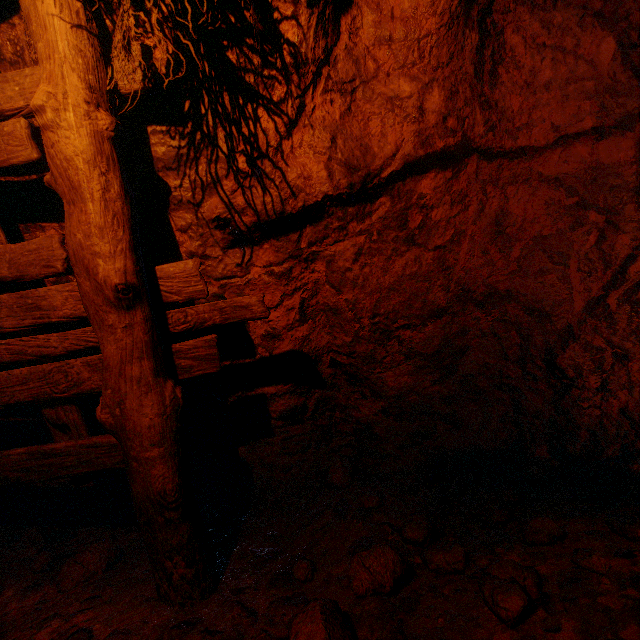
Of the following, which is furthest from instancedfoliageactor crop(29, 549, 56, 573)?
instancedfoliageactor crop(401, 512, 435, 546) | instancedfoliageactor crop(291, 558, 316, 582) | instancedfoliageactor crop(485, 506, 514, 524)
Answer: instancedfoliageactor crop(485, 506, 514, 524)

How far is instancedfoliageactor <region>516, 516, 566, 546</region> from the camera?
1.9m

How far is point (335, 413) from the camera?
2.9 meters

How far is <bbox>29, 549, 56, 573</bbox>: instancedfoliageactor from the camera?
2.38m

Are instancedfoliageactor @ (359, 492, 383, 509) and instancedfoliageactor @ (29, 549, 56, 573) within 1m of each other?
no

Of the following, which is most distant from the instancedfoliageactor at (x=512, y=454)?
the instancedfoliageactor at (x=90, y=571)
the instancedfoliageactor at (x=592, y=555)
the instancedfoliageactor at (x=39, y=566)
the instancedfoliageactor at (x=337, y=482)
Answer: the instancedfoliageactor at (x=39, y=566)

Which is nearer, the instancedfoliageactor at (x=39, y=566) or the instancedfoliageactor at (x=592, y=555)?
the instancedfoliageactor at (x=592, y=555)

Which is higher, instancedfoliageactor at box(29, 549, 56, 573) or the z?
the z
